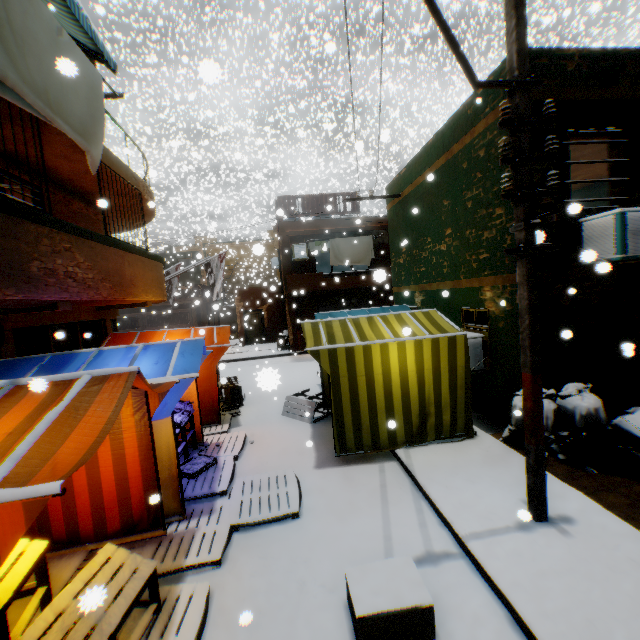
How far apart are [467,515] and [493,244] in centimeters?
508cm

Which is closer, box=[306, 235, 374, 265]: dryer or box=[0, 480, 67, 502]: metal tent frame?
box=[0, 480, 67, 502]: metal tent frame

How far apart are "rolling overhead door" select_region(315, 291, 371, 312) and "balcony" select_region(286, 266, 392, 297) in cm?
2

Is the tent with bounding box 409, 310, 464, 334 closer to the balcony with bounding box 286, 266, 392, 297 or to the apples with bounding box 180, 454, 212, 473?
the balcony with bounding box 286, 266, 392, 297

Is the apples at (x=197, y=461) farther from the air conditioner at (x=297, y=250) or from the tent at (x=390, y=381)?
the air conditioner at (x=297, y=250)

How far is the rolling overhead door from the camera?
18.9 meters

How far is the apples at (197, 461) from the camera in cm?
598

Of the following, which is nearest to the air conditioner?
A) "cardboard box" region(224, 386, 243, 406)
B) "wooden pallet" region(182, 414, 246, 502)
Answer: "cardboard box" region(224, 386, 243, 406)
